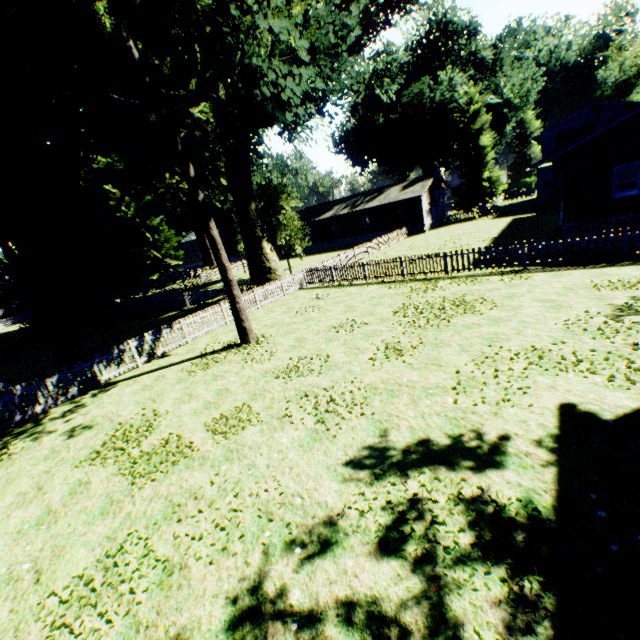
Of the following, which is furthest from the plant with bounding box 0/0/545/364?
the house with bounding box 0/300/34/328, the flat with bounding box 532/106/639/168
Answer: the flat with bounding box 532/106/639/168

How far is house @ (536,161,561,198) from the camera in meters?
35.2

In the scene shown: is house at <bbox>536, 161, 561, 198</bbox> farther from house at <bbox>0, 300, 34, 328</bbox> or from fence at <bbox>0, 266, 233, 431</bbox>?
house at <bbox>0, 300, 34, 328</bbox>

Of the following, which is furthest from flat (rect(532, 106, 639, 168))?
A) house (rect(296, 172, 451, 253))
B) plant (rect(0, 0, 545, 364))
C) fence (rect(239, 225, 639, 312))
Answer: house (rect(296, 172, 451, 253))

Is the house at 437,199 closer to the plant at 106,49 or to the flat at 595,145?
the plant at 106,49

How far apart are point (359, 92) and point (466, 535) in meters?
41.9

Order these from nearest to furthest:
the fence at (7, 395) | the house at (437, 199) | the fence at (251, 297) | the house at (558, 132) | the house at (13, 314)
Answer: the fence at (7, 395) → the fence at (251, 297) → the house at (558, 132) → the house at (437, 199) → the house at (13, 314)

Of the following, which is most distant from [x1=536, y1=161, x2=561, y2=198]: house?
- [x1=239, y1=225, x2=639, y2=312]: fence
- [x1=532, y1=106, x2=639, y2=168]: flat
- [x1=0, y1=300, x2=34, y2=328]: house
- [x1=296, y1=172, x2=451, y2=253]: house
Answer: [x1=0, y1=300, x2=34, y2=328]: house
